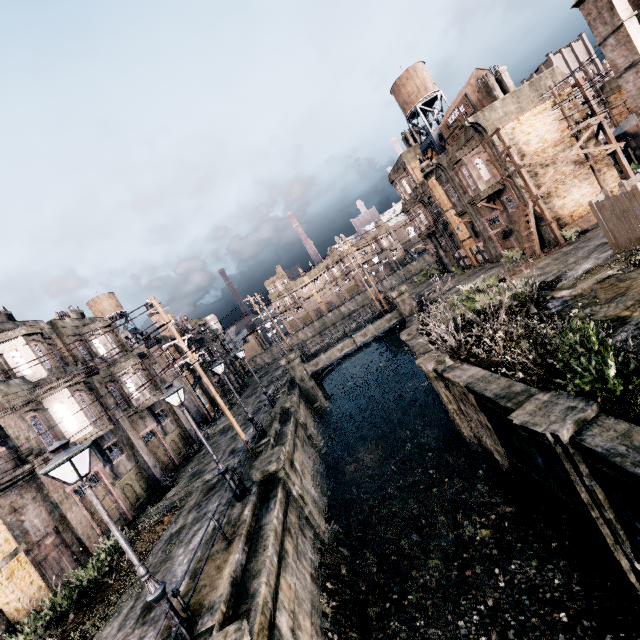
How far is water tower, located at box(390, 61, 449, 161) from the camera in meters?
34.5

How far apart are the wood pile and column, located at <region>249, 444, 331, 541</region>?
26.0m

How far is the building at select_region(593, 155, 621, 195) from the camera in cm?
2572

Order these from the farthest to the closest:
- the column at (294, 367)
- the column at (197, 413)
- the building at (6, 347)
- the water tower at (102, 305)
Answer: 1. the water tower at (102, 305)
2. the column at (197, 413)
3. the column at (294, 367)
4. the building at (6, 347)

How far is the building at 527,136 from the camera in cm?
2541

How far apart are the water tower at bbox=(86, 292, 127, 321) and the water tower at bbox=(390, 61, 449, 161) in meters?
42.3 m

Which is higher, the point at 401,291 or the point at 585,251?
the point at 401,291
